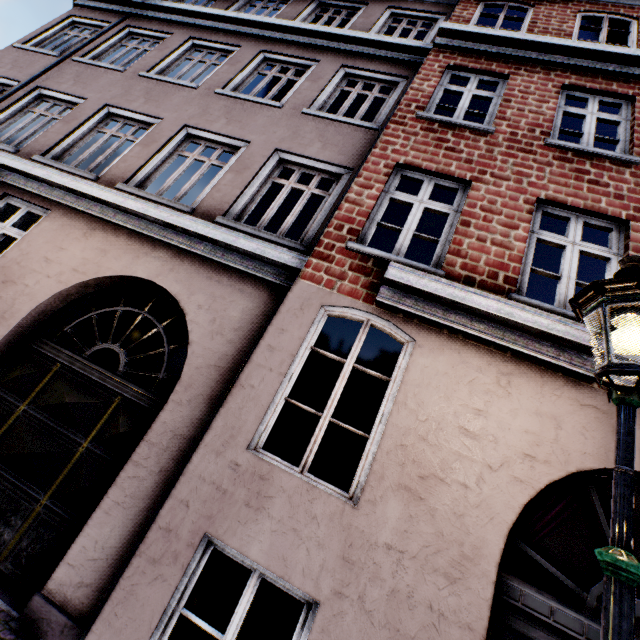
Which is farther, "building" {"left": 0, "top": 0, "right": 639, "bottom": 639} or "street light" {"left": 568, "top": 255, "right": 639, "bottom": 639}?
"building" {"left": 0, "top": 0, "right": 639, "bottom": 639}

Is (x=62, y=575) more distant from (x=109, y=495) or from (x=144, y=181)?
(x=144, y=181)

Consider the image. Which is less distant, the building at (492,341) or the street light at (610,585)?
the street light at (610,585)
